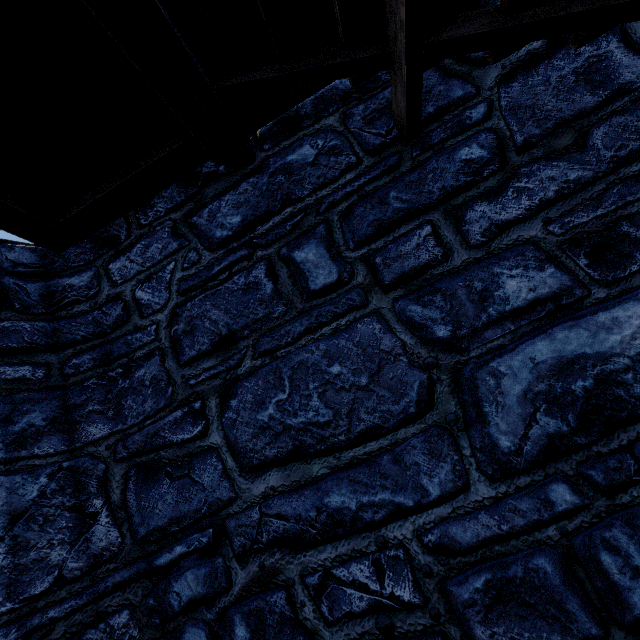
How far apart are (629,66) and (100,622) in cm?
428
